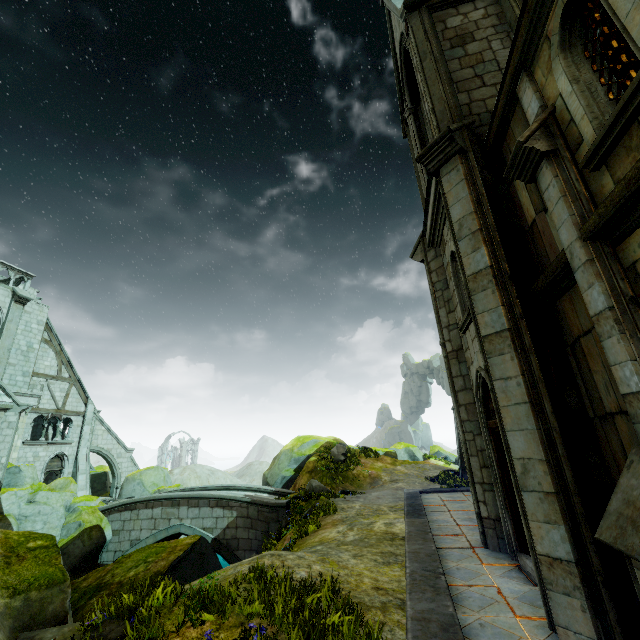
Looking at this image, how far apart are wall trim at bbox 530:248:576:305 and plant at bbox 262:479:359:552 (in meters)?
12.42

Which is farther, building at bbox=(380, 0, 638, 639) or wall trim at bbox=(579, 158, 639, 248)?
building at bbox=(380, 0, 638, 639)

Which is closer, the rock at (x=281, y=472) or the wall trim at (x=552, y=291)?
the wall trim at (x=552, y=291)

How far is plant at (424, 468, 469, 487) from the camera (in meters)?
17.17

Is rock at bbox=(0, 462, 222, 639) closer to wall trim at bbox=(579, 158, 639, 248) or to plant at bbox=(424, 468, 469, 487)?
wall trim at bbox=(579, 158, 639, 248)

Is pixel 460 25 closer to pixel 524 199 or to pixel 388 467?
pixel 524 199

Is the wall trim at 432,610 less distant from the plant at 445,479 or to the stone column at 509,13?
the plant at 445,479

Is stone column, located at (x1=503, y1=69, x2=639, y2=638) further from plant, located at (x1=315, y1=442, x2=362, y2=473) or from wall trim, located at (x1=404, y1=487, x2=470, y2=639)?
plant, located at (x1=315, y1=442, x2=362, y2=473)
